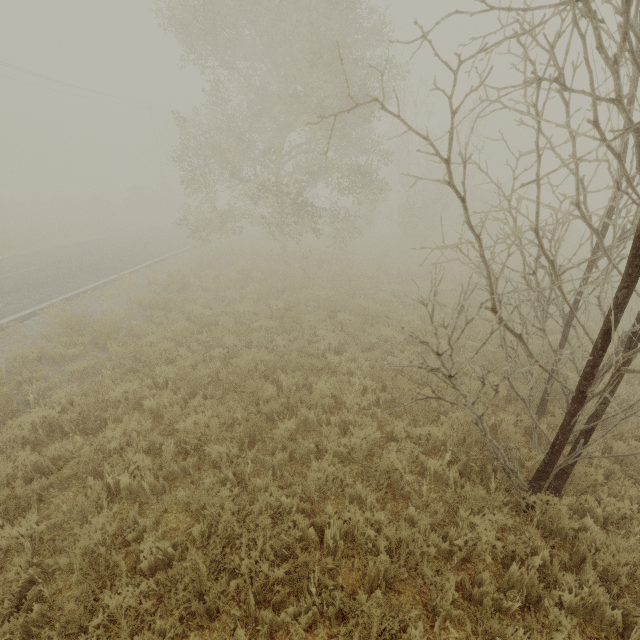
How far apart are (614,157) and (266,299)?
8.9 meters
